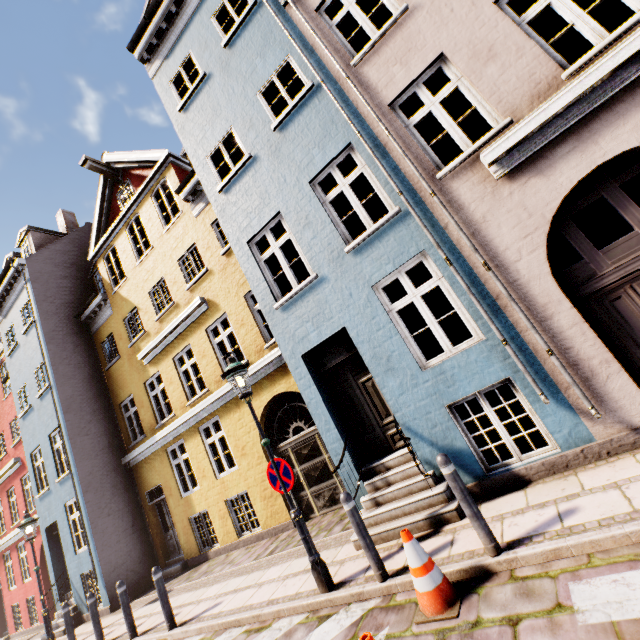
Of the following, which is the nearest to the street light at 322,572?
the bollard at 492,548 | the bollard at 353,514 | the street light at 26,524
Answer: the bollard at 353,514

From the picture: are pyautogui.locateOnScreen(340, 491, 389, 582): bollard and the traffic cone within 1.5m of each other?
yes

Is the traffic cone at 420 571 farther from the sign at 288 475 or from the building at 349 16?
the sign at 288 475

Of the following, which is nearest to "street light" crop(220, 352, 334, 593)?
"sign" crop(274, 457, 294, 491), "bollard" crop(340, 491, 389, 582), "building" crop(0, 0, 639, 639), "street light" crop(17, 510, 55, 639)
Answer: "sign" crop(274, 457, 294, 491)

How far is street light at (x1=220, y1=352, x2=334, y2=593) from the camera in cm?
461

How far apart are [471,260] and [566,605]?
4.2m

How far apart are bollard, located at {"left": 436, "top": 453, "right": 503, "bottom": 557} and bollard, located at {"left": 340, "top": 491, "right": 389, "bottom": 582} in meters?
1.4 m

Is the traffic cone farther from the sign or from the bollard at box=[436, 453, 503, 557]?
the sign
